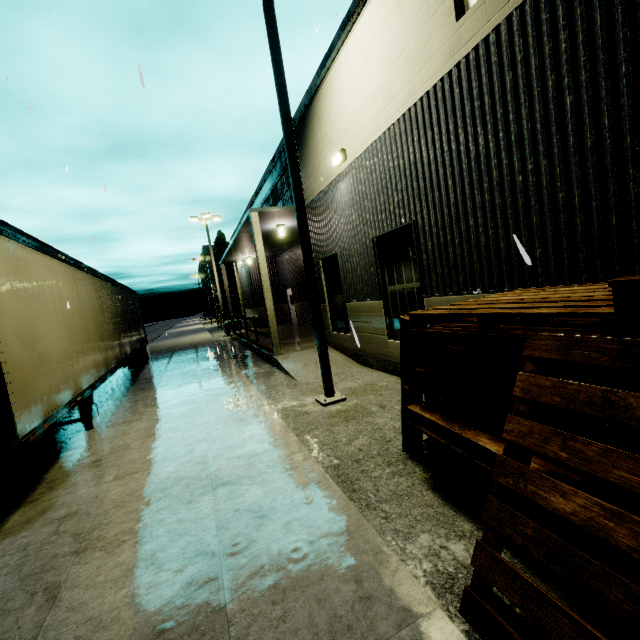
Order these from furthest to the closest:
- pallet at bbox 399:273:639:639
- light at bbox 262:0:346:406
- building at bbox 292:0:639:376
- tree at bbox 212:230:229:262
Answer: tree at bbox 212:230:229:262 < light at bbox 262:0:346:406 < building at bbox 292:0:639:376 < pallet at bbox 399:273:639:639

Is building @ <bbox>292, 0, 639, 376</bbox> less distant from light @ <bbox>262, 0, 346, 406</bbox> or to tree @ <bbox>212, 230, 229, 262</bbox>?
tree @ <bbox>212, 230, 229, 262</bbox>

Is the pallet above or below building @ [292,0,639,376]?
below

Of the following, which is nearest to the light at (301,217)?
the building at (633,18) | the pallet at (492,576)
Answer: the building at (633,18)

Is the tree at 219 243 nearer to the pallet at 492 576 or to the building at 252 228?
the building at 252 228

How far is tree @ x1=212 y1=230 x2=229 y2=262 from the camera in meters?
57.3

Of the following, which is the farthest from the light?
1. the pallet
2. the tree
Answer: the tree

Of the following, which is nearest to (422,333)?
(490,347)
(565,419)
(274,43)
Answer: (490,347)
